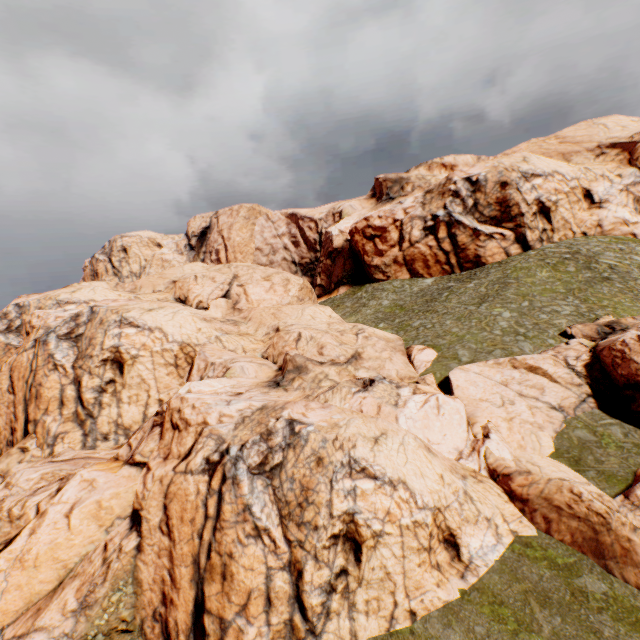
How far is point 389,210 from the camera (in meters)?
51.53

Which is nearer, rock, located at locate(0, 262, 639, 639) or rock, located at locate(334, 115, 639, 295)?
rock, located at locate(0, 262, 639, 639)

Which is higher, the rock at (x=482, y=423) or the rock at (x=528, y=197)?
the rock at (x=528, y=197)

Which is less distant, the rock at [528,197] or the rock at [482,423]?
the rock at [482,423]

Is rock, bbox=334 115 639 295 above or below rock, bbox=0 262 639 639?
above
